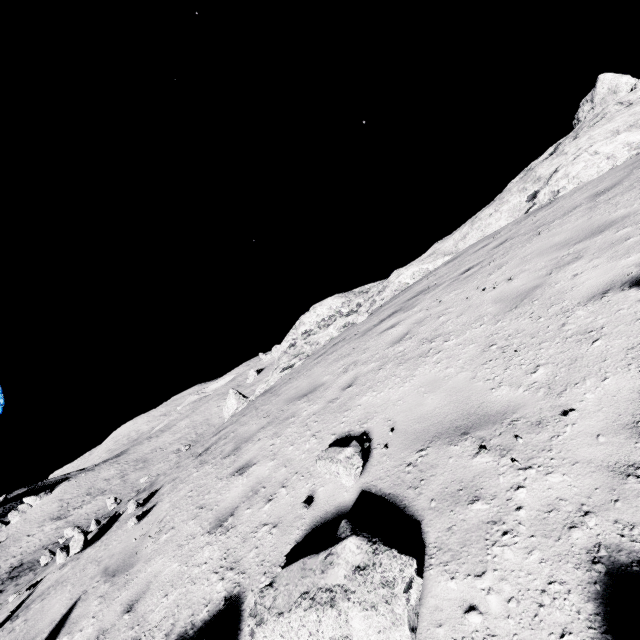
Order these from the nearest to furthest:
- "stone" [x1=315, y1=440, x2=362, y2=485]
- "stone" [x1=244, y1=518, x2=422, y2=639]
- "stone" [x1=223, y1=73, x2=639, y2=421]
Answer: "stone" [x1=244, y1=518, x2=422, y2=639] → "stone" [x1=315, y1=440, x2=362, y2=485] → "stone" [x1=223, y1=73, x2=639, y2=421]

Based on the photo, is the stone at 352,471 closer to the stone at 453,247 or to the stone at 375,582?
the stone at 375,582

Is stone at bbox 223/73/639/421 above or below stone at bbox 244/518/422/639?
above

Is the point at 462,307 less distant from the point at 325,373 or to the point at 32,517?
the point at 325,373

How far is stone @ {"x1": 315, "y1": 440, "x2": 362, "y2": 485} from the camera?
3.36m

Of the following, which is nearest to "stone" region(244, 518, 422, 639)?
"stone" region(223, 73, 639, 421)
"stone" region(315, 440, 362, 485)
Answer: "stone" region(315, 440, 362, 485)
